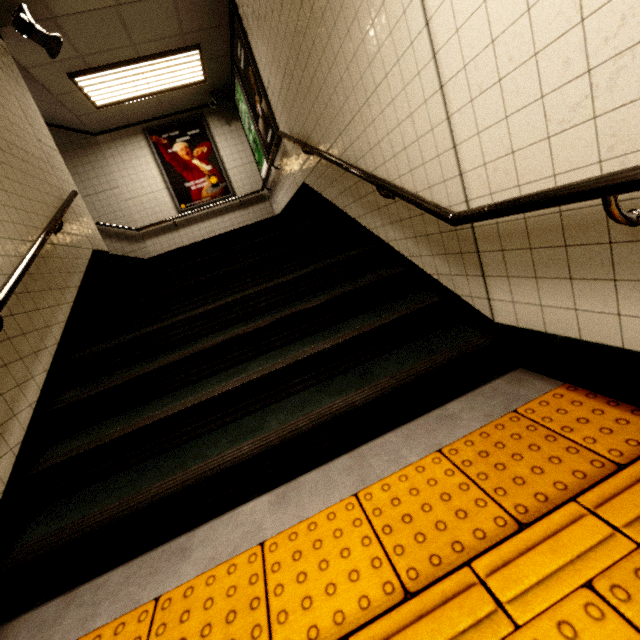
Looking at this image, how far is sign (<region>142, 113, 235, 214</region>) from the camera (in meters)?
6.75

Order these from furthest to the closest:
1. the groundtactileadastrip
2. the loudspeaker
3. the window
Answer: the window < the loudspeaker < the groundtactileadastrip

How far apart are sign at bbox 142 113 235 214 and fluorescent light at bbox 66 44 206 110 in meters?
0.9

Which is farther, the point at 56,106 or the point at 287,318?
the point at 56,106

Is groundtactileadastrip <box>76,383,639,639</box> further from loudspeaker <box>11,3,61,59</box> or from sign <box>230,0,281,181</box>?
loudspeaker <box>11,3,61,59</box>

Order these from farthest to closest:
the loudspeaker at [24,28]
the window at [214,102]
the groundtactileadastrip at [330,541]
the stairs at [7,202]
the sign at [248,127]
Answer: the window at [214,102]
the sign at [248,127]
the loudspeaker at [24,28]
the stairs at [7,202]
the groundtactileadastrip at [330,541]

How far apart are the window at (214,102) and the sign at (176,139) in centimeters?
42cm

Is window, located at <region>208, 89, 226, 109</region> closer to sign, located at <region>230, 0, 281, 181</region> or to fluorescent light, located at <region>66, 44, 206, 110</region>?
fluorescent light, located at <region>66, 44, 206, 110</region>
